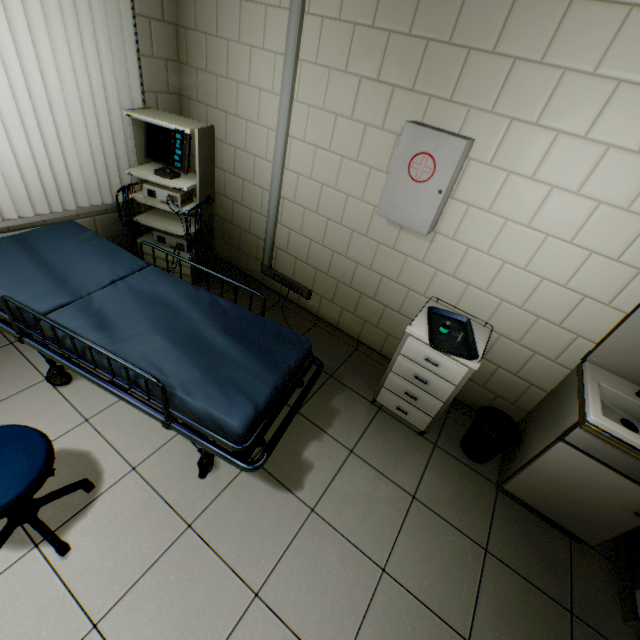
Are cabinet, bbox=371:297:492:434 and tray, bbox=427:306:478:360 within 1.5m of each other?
yes

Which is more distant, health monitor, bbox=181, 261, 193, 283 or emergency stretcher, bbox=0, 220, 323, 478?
health monitor, bbox=181, 261, 193, 283

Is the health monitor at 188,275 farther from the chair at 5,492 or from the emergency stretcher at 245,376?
the chair at 5,492

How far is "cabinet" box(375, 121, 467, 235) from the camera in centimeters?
189cm

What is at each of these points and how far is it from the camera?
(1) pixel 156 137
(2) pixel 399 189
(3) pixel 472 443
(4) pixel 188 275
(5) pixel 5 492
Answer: (1) health monitor, 2.6 meters
(2) cabinet, 2.1 meters
(3) garbage can, 2.6 meters
(4) health monitor, 3.2 meters
(5) chair, 1.3 meters

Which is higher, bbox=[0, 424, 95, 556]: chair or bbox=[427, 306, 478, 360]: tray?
bbox=[427, 306, 478, 360]: tray

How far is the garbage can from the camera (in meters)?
2.29

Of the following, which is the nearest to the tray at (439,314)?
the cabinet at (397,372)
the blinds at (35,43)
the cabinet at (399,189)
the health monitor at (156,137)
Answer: the cabinet at (397,372)
